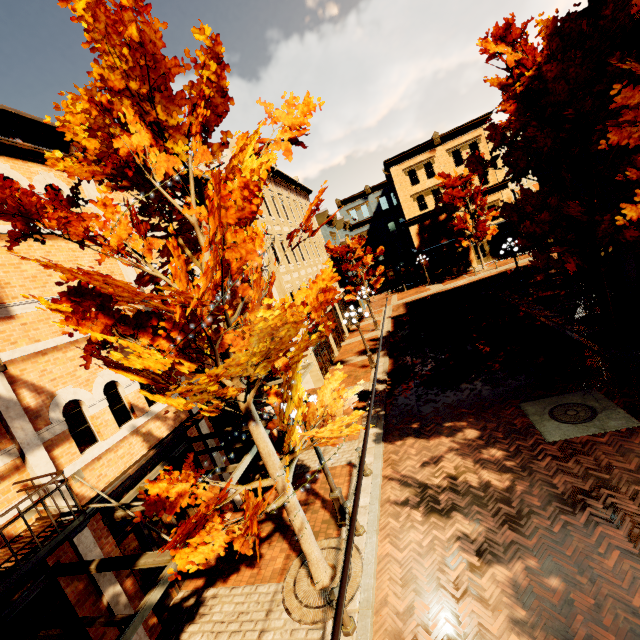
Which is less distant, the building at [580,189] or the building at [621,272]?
the building at [621,272]

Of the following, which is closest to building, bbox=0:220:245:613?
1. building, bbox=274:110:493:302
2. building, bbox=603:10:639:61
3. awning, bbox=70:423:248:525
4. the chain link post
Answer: awning, bbox=70:423:248:525

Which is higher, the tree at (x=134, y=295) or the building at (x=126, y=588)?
the tree at (x=134, y=295)

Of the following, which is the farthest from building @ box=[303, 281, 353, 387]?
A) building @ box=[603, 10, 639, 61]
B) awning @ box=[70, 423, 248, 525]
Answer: building @ box=[603, 10, 639, 61]

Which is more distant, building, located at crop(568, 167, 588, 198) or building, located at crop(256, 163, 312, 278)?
building, located at crop(256, 163, 312, 278)

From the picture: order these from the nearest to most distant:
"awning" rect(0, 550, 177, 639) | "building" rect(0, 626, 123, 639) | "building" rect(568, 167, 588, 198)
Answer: "awning" rect(0, 550, 177, 639)
"building" rect(0, 626, 123, 639)
"building" rect(568, 167, 588, 198)

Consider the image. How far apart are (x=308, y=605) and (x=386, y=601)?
1.55m

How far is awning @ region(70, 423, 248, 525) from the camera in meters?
5.7 m
